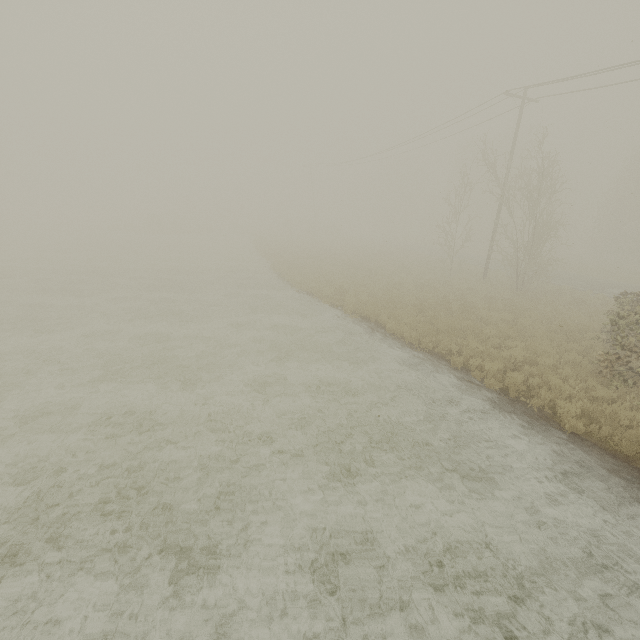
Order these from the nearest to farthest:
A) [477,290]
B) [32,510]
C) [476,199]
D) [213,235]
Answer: [32,510]
[477,290]
[213,235]
[476,199]
